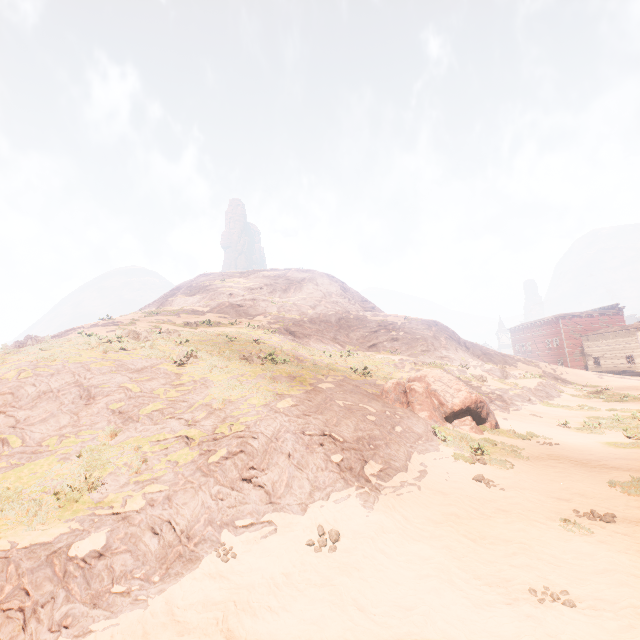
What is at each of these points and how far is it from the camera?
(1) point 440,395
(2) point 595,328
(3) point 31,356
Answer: (1) instancedfoliageactor, 14.8m
(2) building, 59.0m
(3) z, 11.3m

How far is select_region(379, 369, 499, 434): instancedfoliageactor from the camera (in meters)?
14.08

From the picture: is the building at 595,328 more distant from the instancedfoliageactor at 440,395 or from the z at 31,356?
the instancedfoliageactor at 440,395

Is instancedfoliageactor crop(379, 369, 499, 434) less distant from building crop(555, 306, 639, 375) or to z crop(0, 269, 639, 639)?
z crop(0, 269, 639, 639)

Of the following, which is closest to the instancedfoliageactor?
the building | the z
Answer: the z
